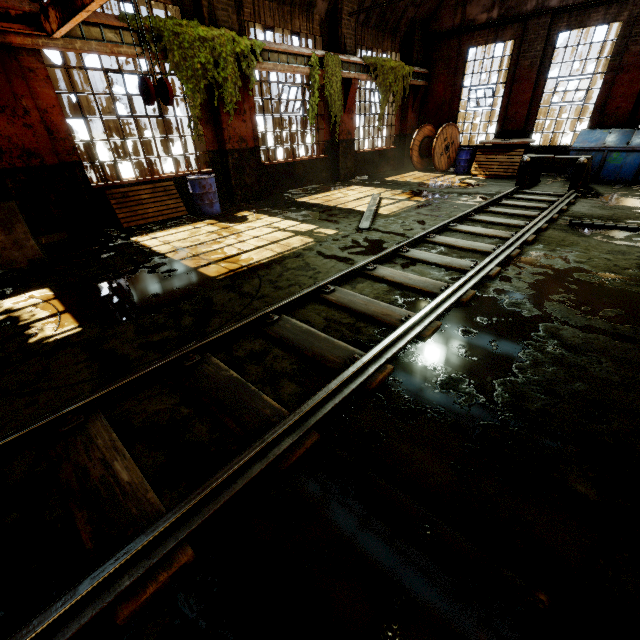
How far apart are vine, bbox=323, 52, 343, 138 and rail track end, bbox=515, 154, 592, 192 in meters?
6.0

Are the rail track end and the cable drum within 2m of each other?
no

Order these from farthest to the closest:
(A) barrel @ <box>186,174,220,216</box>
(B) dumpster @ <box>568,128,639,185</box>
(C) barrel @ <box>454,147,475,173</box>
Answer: (C) barrel @ <box>454,147,475,173</box> < (B) dumpster @ <box>568,128,639,185</box> < (A) barrel @ <box>186,174,220,216</box>

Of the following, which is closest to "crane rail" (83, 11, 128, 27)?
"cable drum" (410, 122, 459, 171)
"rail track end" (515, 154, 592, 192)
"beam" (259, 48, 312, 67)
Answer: "beam" (259, 48, 312, 67)

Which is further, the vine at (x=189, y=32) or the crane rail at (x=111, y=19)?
the vine at (x=189, y=32)

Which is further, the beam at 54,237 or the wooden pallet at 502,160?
the wooden pallet at 502,160

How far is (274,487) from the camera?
2.06m

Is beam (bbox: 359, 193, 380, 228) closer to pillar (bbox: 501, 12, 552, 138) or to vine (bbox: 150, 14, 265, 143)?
vine (bbox: 150, 14, 265, 143)
